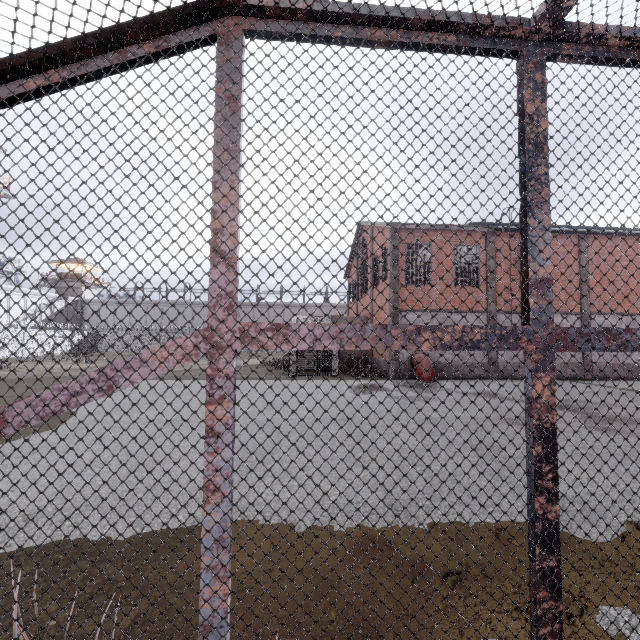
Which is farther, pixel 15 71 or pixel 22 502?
pixel 22 502
